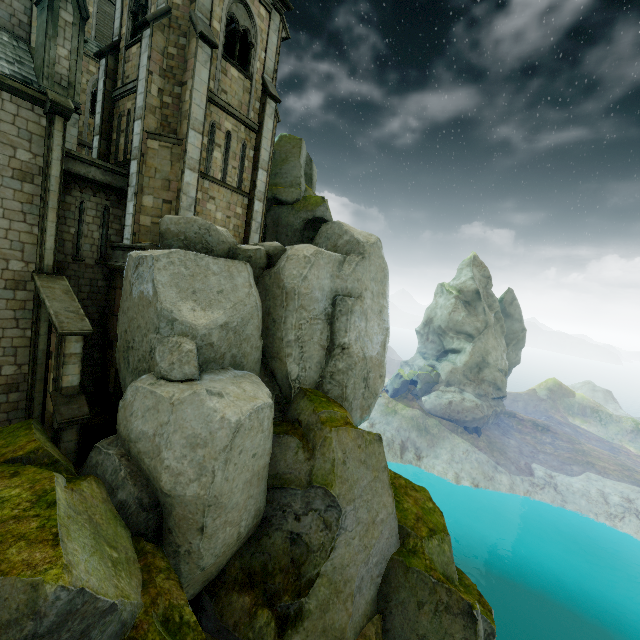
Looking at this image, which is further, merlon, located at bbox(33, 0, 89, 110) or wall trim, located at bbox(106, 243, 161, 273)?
wall trim, located at bbox(106, 243, 161, 273)

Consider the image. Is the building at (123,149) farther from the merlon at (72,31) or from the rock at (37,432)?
the merlon at (72,31)

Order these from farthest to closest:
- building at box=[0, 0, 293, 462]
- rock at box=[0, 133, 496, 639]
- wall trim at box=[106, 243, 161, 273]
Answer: wall trim at box=[106, 243, 161, 273], building at box=[0, 0, 293, 462], rock at box=[0, 133, 496, 639]

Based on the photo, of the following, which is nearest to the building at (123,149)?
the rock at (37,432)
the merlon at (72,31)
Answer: the rock at (37,432)

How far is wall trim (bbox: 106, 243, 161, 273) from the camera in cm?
1292

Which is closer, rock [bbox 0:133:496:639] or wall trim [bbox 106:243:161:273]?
rock [bbox 0:133:496:639]

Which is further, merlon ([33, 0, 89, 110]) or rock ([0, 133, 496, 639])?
merlon ([33, 0, 89, 110])

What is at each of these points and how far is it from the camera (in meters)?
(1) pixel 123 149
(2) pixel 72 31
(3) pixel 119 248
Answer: (1) building, 15.36
(2) merlon, 11.84
(3) wall trim, 14.02
